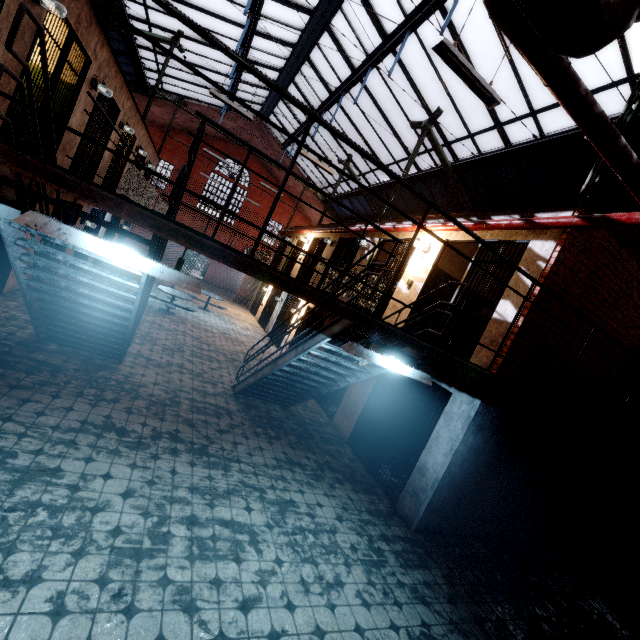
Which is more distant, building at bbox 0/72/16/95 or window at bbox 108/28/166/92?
window at bbox 108/28/166/92

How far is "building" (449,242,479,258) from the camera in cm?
780

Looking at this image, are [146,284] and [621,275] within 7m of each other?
no

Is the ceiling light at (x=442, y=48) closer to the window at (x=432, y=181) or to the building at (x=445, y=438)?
the window at (x=432, y=181)

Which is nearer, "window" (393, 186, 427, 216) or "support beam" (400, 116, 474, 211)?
"support beam" (400, 116, 474, 211)

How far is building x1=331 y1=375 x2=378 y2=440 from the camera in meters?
7.8

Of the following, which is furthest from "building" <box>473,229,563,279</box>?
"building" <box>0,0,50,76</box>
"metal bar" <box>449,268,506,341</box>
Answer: "building" <box>0,0,50,76</box>

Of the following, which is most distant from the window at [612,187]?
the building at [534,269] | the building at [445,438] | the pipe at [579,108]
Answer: the building at [445,438]
